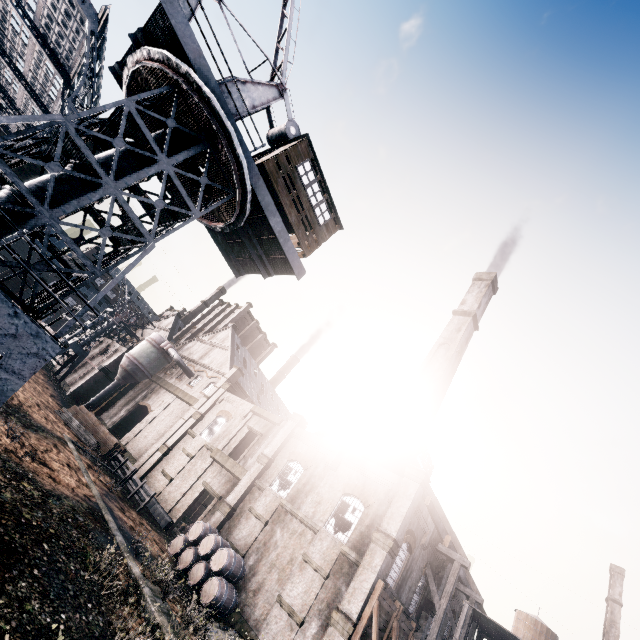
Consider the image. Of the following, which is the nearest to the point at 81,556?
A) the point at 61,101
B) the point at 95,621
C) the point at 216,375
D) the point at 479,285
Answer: the point at 95,621

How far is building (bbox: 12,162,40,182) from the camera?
23.7m

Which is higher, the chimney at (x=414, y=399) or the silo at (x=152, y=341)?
the chimney at (x=414, y=399)

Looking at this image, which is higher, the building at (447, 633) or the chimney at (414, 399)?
the chimney at (414, 399)

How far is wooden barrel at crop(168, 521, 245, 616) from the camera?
18.7m

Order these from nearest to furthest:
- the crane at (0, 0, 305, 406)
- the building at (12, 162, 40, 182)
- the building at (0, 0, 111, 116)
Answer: the crane at (0, 0, 305, 406), the building at (12, 162, 40, 182), the building at (0, 0, 111, 116)

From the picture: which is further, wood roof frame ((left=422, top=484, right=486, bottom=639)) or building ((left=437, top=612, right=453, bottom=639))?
building ((left=437, top=612, right=453, bottom=639))

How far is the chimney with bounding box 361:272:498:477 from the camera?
28.6m
